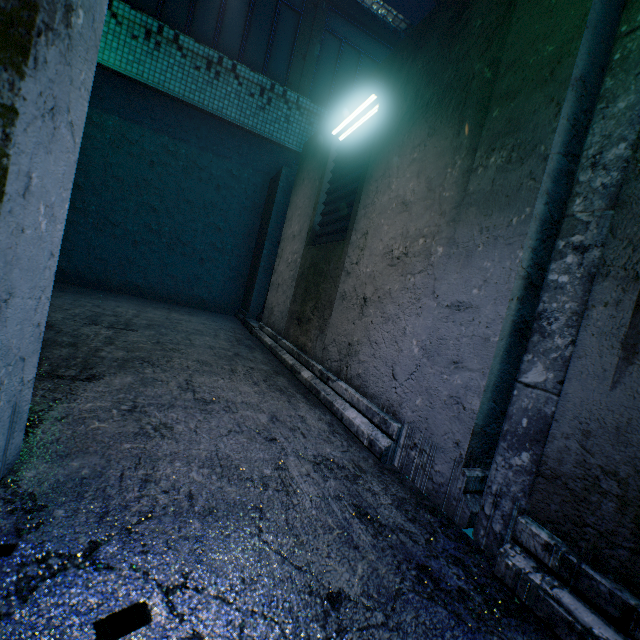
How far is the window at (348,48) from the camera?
5.6 meters

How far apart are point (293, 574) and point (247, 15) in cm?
705

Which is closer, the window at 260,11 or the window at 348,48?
the window at 260,11

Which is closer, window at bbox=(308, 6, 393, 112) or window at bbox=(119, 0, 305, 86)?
window at bbox=(119, 0, 305, 86)

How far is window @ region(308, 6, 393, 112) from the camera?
5.63m
